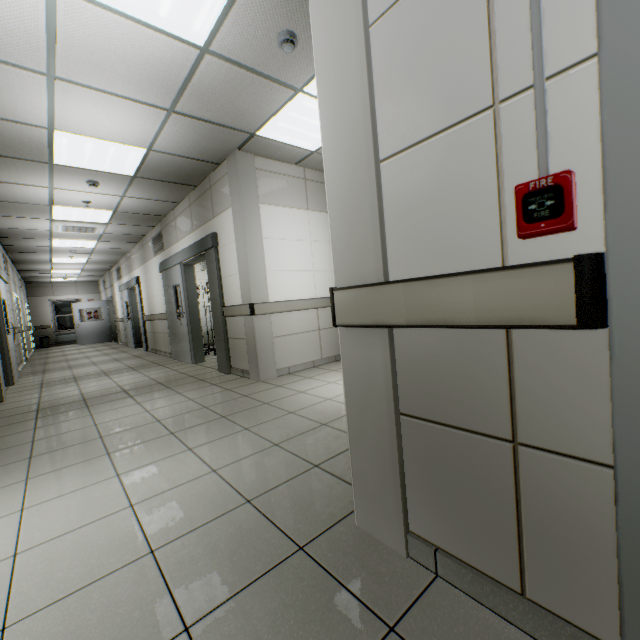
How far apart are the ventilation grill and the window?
12.8m

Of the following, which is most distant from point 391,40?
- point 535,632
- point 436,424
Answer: point 535,632

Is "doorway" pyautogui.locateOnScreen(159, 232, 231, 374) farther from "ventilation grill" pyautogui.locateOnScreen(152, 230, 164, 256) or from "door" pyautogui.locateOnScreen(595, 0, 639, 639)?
"door" pyautogui.locateOnScreen(595, 0, 639, 639)

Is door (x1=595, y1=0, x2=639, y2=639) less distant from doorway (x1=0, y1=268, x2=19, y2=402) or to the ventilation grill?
doorway (x1=0, y1=268, x2=19, y2=402)

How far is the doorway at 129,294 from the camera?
9.94m

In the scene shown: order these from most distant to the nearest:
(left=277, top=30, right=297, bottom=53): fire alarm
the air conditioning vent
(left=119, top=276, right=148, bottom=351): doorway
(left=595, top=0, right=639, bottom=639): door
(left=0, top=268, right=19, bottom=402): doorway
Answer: (left=119, top=276, right=148, bottom=351): doorway, the air conditioning vent, (left=0, top=268, right=19, bottom=402): doorway, (left=277, top=30, right=297, bottom=53): fire alarm, (left=595, top=0, right=639, bottom=639): door

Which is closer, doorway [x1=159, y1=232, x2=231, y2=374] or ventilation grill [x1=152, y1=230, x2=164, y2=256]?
doorway [x1=159, y1=232, x2=231, y2=374]

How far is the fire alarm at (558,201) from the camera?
0.8m
